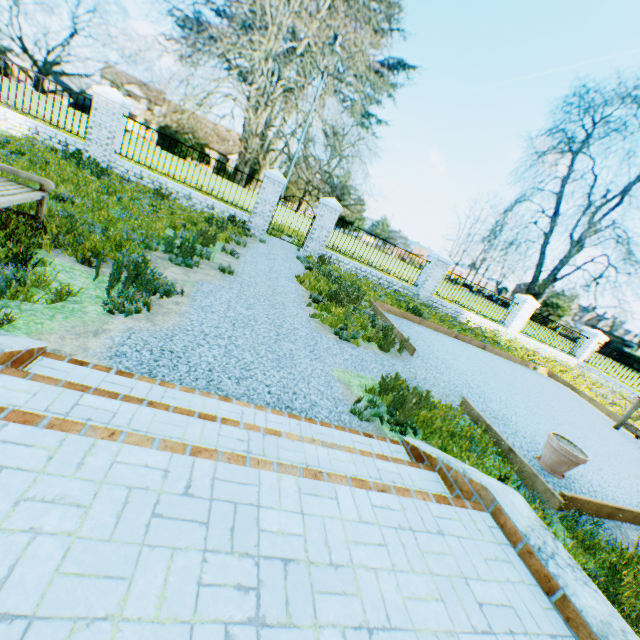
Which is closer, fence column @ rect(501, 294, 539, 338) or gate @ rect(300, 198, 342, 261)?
gate @ rect(300, 198, 342, 261)

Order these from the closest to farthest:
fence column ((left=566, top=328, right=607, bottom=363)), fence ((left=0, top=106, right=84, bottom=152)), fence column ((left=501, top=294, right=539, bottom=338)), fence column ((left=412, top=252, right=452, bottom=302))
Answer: fence ((left=0, top=106, right=84, bottom=152)), fence column ((left=412, top=252, right=452, bottom=302)), fence column ((left=501, top=294, right=539, bottom=338)), fence column ((left=566, top=328, right=607, bottom=363))

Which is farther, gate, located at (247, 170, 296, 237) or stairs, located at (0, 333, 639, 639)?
gate, located at (247, 170, 296, 237)

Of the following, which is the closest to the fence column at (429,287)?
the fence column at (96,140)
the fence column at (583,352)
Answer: the fence column at (583,352)

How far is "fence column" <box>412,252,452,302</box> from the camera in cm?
1424

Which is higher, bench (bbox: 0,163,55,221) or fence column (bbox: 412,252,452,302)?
fence column (bbox: 412,252,452,302)

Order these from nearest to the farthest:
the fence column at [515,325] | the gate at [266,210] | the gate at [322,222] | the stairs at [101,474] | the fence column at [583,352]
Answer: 1. the stairs at [101,474]
2. the gate at [266,210]
3. the gate at [322,222]
4. the fence column at [515,325]
5. the fence column at [583,352]

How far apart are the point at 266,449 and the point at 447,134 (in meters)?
70.29
